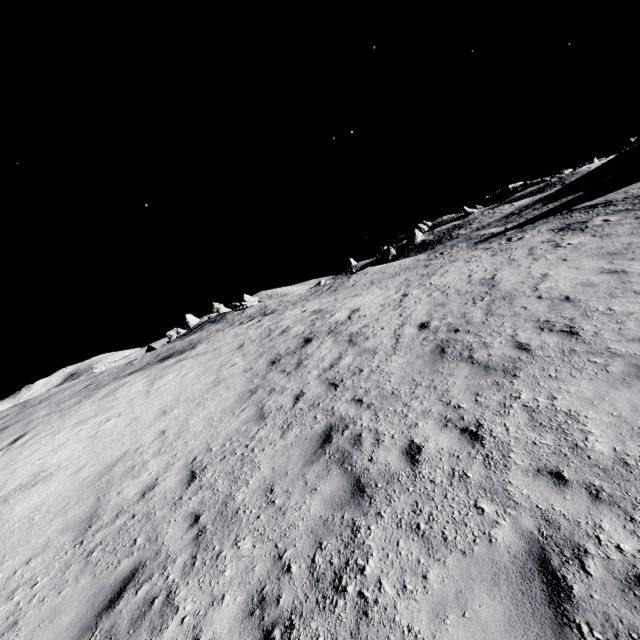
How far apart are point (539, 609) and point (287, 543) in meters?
3.1
